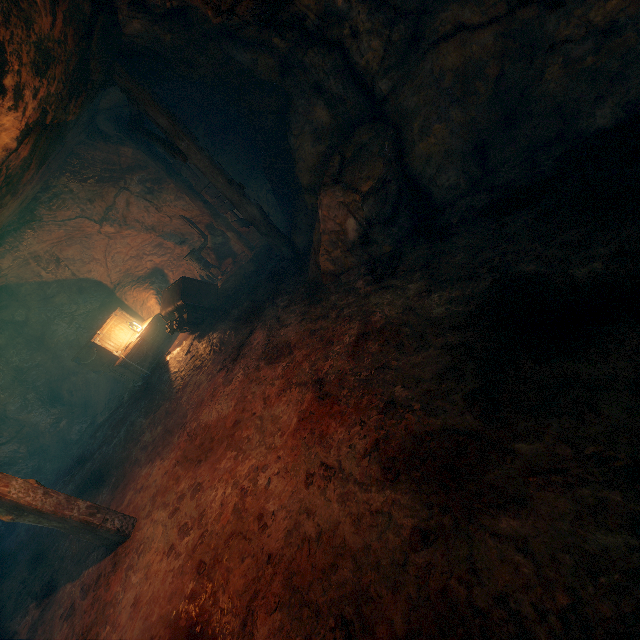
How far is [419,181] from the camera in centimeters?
449cm

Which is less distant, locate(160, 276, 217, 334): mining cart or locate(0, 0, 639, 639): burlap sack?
locate(0, 0, 639, 639): burlap sack

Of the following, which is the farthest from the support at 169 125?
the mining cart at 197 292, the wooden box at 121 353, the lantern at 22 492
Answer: the lantern at 22 492

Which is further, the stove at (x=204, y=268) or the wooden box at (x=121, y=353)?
the stove at (x=204, y=268)

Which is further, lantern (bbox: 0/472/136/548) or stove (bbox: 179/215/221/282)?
stove (bbox: 179/215/221/282)

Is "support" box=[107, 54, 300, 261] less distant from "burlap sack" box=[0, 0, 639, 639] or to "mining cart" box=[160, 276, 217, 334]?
"burlap sack" box=[0, 0, 639, 639]

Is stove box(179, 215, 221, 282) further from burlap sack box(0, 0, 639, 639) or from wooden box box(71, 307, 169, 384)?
wooden box box(71, 307, 169, 384)

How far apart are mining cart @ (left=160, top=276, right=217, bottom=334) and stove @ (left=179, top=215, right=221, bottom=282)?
1.7 meters
